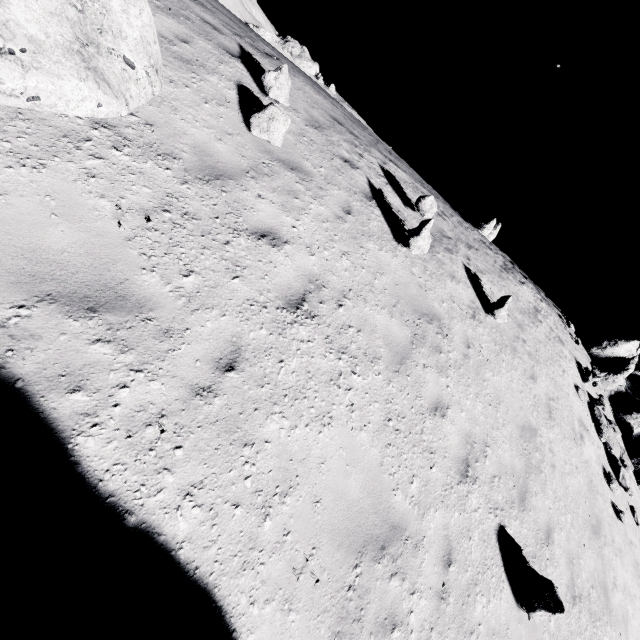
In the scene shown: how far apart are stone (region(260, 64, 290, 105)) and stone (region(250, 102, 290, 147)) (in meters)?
0.89

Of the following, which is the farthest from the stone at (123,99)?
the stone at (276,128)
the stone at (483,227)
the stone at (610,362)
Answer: the stone at (483,227)

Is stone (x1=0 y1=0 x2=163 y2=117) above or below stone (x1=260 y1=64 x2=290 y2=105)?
below

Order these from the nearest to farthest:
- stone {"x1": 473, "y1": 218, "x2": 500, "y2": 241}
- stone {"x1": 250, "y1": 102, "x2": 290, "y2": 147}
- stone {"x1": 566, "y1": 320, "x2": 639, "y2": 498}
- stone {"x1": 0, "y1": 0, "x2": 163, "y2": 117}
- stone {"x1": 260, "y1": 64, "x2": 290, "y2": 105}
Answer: stone {"x1": 0, "y1": 0, "x2": 163, "y2": 117} < stone {"x1": 250, "y1": 102, "x2": 290, "y2": 147} < stone {"x1": 260, "y1": 64, "x2": 290, "y2": 105} < stone {"x1": 566, "y1": 320, "x2": 639, "y2": 498} < stone {"x1": 473, "y1": 218, "x2": 500, "y2": 241}

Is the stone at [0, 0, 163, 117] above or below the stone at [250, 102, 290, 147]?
below

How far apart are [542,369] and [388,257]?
7.71m

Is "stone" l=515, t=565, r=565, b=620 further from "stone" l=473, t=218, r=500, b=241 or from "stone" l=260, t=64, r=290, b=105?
"stone" l=473, t=218, r=500, b=241

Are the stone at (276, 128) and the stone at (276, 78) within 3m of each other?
yes
